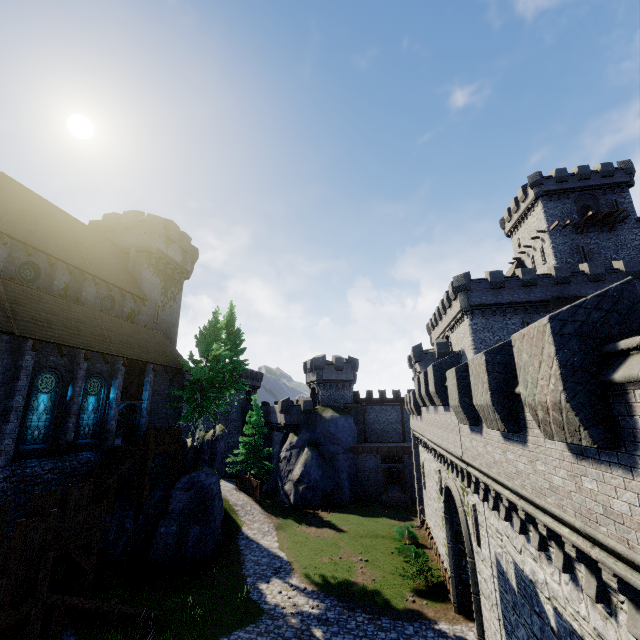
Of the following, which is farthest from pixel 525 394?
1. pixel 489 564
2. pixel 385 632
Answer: pixel 385 632

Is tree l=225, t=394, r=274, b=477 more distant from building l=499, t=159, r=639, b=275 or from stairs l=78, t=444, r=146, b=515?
building l=499, t=159, r=639, b=275

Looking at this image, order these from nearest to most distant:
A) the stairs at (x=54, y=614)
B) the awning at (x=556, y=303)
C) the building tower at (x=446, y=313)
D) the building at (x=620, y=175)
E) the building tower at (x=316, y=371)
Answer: the stairs at (x=54, y=614) < the awning at (x=556, y=303) < the building tower at (x=446, y=313) < the building at (x=620, y=175) < the building tower at (x=316, y=371)

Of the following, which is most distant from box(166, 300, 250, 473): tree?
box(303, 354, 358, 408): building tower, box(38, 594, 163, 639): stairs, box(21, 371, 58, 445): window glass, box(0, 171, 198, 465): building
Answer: box(303, 354, 358, 408): building tower

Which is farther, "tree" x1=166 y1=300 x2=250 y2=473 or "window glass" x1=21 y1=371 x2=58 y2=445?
"tree" x1=166 y1=300 x2=250 y2=473

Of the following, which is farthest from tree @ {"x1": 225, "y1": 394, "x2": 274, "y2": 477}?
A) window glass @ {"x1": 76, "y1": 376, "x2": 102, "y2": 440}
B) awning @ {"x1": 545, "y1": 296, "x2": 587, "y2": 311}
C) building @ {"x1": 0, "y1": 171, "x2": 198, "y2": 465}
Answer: awning @ {"x1": 545, "y1": 296, "x2": 587, "y2": 311}

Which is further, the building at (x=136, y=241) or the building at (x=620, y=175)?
the building at (x=620, y=175)

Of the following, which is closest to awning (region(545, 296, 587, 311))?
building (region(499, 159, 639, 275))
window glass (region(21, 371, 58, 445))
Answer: building (region(499, 159, 639, 275))
